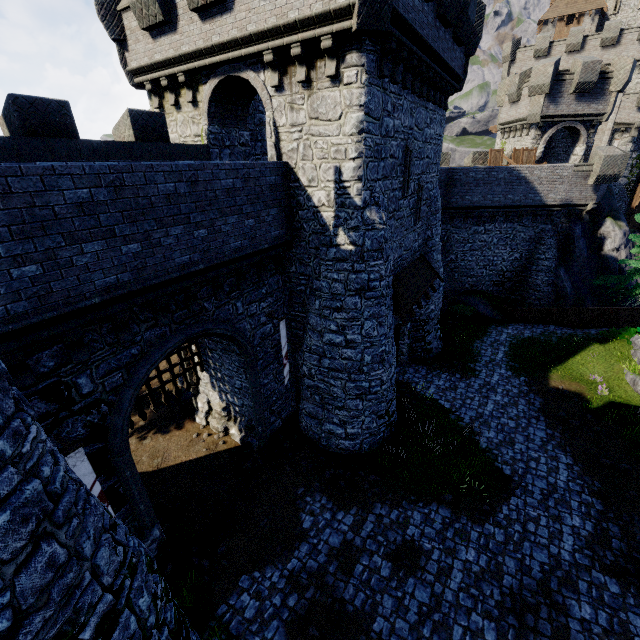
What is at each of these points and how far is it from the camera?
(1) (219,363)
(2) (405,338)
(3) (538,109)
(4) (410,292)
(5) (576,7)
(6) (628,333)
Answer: (1) building, 13.3 meters
(2) building, 18.4 meters
(3) building tower, 23.8 meters
(4) awning, 14.3 meters
(5) building, 40.6 meters
(6) bush, 18.0 meters

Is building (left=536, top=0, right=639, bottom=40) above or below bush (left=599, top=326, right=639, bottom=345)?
above

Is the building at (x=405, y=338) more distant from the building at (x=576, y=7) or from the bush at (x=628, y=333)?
the building at (x=576, y=7)

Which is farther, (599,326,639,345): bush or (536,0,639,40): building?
(536,0,639,40): building

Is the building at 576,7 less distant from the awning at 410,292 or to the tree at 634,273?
the tree at 634,273

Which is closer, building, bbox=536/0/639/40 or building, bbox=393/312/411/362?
building, bbox=393/312/411/362

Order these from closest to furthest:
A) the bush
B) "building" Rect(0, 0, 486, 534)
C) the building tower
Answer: "building" Rect(0, 0, 486, 534), the bush, the building tower
